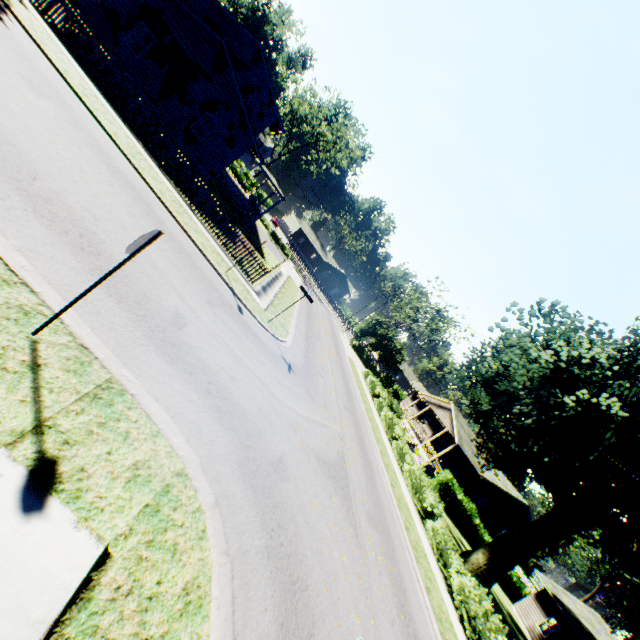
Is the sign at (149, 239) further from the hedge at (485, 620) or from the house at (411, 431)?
the house at (411, 431)

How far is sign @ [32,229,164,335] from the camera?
4.0 meters

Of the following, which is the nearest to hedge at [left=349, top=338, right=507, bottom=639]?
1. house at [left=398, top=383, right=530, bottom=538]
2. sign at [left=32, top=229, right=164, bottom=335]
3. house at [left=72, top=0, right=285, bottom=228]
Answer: house at [left=398, top=383, right=530, bottom=538]

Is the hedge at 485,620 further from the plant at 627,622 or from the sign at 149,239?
the sign at 149,239

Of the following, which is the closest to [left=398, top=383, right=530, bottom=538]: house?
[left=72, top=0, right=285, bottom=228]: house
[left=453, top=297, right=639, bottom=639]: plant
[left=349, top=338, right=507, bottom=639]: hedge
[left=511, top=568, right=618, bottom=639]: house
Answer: [left=453, top=297, right=639, bottom=639]: plant

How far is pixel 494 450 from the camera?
22.83m

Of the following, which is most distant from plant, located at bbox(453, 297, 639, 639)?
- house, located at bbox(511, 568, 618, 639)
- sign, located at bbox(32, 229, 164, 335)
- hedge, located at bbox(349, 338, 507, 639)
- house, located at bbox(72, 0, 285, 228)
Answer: sign, located at bbox(32, 229, 164, 335)

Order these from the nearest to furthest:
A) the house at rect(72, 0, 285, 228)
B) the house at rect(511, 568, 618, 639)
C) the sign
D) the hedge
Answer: the sign → the hedge → the house at rect(72, 0, 285, 228) → the house at rect(511, 568, 618, 639)
